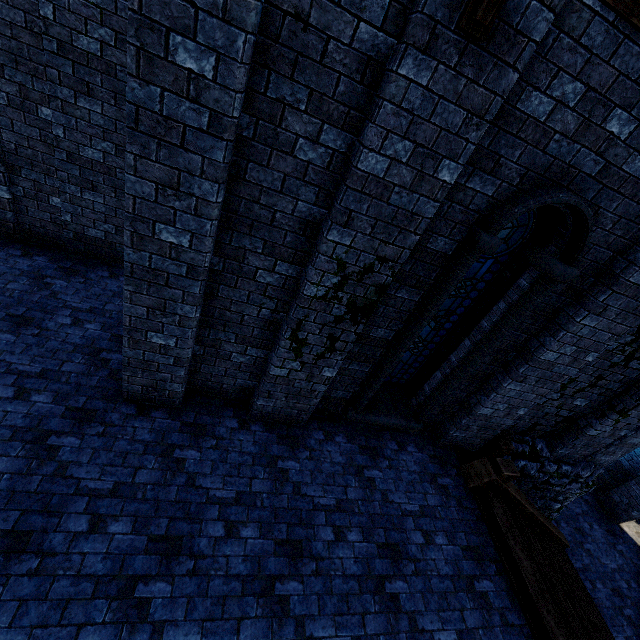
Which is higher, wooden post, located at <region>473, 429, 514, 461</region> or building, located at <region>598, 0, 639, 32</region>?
building, located at <region>598, 0, 639, 32</region>

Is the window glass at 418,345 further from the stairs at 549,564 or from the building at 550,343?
the stairs at 549,564

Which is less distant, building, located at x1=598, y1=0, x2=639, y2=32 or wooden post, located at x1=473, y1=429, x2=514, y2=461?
building, located at x1=598, y1=0, x2=639, y2=32

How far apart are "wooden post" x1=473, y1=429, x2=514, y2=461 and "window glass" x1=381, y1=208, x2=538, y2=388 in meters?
2.1 m

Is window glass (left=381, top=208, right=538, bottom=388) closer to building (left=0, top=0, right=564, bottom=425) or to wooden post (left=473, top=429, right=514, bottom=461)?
building (left=0, top=0, right=564, bottom=425)

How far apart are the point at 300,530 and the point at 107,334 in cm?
445

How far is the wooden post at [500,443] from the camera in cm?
636

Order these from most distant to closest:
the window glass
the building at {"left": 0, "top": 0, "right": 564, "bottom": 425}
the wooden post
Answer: the wooden post
the window glass
the building at {"left": 0, "top": 0, "right": 564, "bottom": 425}
